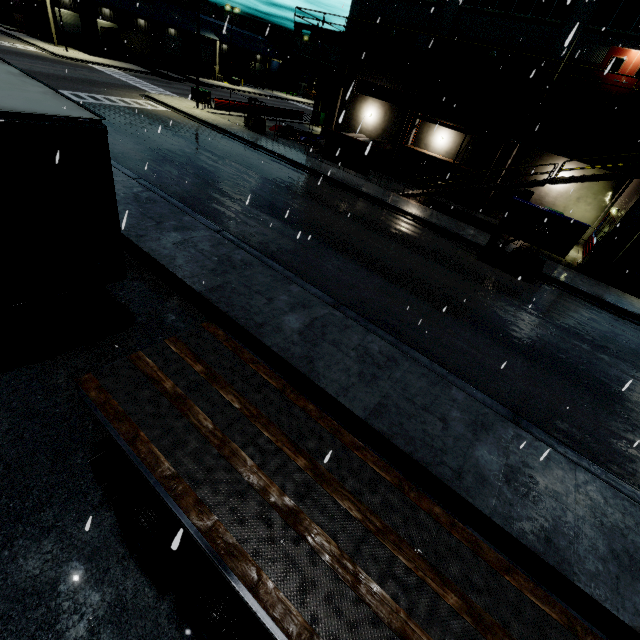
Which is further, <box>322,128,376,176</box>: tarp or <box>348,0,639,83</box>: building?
<box>322,128,376,176</box>: tarp

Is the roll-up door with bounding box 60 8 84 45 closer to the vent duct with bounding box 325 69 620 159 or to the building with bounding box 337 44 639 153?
the building with bounding box 337 44 639 153

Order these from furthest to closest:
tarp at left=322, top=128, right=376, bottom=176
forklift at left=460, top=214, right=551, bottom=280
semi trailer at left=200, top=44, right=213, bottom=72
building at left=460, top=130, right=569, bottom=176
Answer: semi trailer at left=200, top=44, right=213, bottom=72 < building at left=460, top=130, right=569, bottom=176 < tarp at left=322, top=128, right=376, bottom=176 < forklift at left=460, top=214, right=551, bottom=280

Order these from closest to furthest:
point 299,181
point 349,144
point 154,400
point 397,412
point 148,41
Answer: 1. point 154,400
2. point 397,412
3. point 299,181
4. point 349,144
5. point 148,41

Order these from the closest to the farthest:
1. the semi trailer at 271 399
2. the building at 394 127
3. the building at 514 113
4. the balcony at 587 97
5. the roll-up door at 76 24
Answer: the semi trailer at 271 399 < the balcony at 587 97 < the building at 514 113 < the building at 394 127 < the roll-up door at 76 24

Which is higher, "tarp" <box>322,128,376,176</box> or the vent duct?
the vent duct

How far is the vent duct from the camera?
20.5 meters

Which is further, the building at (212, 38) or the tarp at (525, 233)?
the building at (212, 38)
